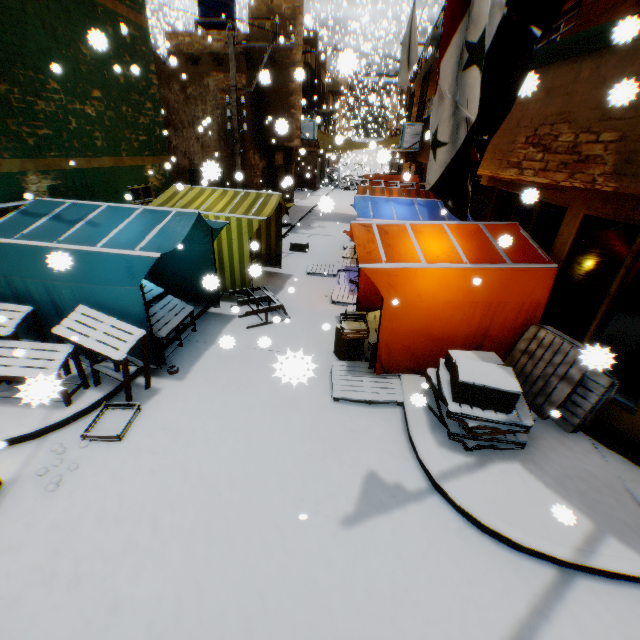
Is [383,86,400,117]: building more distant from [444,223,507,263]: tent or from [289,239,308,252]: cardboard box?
[289,239,308,252]: cardboard box

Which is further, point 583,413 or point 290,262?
point 290,262

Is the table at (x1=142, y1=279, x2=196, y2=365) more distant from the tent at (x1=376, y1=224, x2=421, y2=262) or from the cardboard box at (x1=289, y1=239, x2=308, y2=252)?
the cardboard box at (x1=289, y1=239, x2=308, y2=252)

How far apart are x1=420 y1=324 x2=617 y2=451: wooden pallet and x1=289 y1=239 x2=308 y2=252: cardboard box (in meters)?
9.01

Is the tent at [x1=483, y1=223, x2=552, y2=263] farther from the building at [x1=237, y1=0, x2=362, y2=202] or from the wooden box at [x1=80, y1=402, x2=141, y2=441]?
the wooden box at [x1=80, y1=402, x2=141, y2=441]

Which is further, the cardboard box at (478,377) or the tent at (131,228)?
the tent at (131,228)

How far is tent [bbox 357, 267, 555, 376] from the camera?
5.07m

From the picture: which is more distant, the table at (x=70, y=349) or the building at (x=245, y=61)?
the building at (x=245, y=61)
